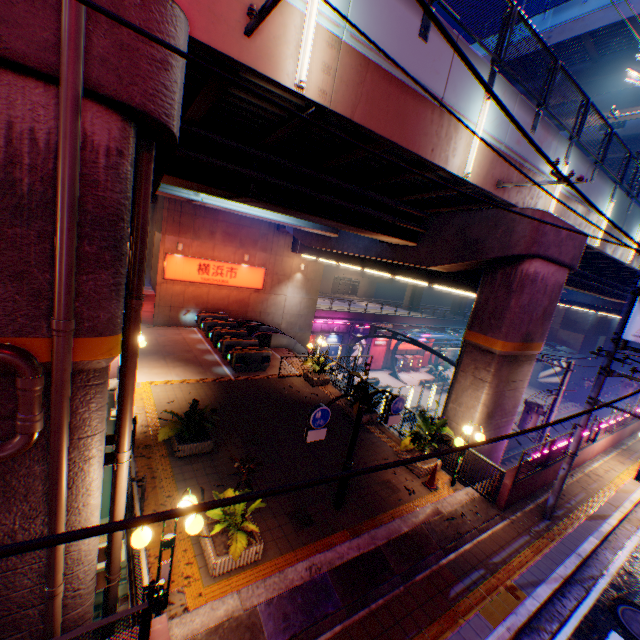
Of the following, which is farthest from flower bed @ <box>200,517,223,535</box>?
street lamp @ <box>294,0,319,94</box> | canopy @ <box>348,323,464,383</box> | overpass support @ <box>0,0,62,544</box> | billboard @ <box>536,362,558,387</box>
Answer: billboard @ <box>536,362,558,387</box>

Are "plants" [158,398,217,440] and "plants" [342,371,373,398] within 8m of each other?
yes

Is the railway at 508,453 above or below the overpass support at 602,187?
below

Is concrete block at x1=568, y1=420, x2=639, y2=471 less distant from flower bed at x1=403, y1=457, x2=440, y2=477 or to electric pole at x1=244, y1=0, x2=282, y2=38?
flower bed at x1=403, y1=457, x2=440, y2=477

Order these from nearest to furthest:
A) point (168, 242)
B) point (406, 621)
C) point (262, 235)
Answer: point (406, 621) < point (168, 242) < point (262, 235)

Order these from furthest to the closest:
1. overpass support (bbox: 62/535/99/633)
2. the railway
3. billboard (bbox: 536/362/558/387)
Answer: billboard (bbox: 536/362/558/387)
the railway
overpass support (bbox: 62/535/99/633)

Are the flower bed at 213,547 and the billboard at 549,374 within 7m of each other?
no

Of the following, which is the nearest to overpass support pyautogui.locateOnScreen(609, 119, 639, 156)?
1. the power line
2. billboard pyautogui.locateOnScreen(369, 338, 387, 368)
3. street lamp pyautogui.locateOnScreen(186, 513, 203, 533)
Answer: street lamp pyautogui.locateOnScreen(186, 513, 203, 533)
